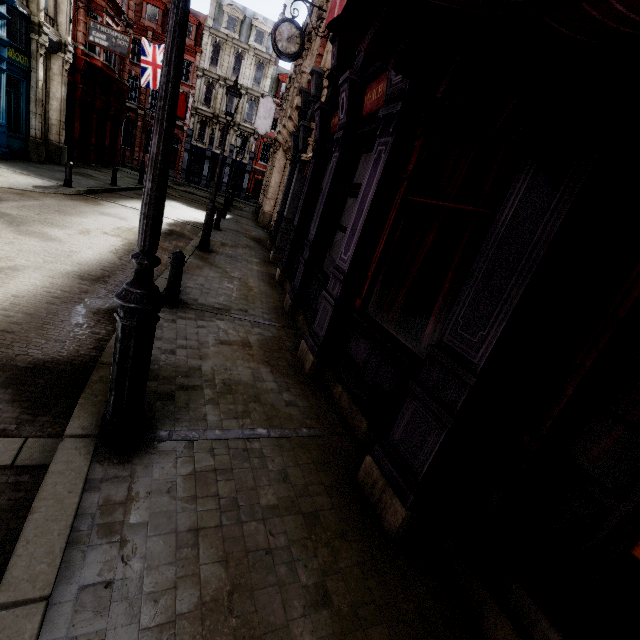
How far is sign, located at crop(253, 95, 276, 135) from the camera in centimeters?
2275cm

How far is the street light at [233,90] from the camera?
8.8m

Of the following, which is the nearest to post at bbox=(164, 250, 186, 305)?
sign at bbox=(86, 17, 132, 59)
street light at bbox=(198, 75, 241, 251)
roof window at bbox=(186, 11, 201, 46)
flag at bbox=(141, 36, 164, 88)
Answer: street light at bbox=(198, 75, 241, 251)

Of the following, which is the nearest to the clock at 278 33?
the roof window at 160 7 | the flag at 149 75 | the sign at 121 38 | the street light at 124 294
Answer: the sign at 121 38

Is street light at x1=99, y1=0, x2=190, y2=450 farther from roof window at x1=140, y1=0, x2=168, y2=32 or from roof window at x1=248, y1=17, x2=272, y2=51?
roof window at x1=140, y1=0, x2=168, y2=32

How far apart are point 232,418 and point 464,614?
2.6m

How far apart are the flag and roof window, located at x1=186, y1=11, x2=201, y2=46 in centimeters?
1744cm

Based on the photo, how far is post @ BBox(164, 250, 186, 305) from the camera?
5.5 meters
